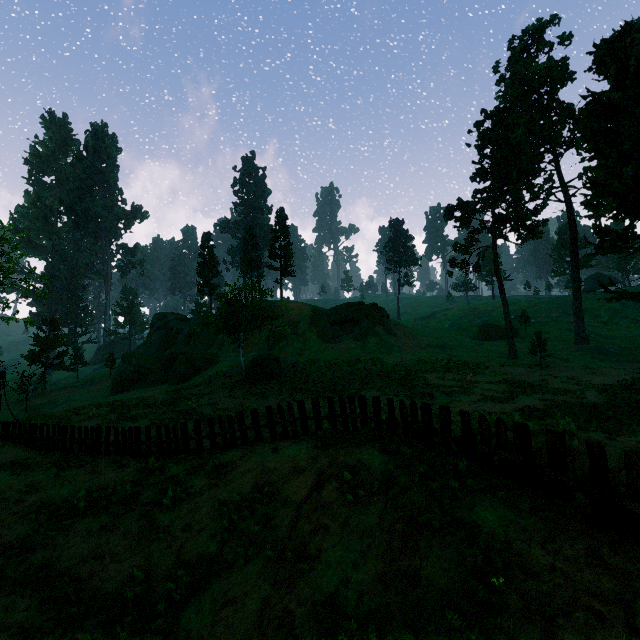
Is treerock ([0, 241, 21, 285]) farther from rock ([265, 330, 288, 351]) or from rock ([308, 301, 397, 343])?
rock ([308, 301, 397, 343])

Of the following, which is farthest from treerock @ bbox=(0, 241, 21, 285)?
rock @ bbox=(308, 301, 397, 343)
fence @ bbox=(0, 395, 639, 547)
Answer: rock @ bbox=(308, 301, 397, 343)

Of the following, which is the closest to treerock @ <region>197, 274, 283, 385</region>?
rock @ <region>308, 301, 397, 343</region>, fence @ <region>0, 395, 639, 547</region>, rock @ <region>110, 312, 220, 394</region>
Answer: rock @ <region>110, 312, 220, 394</region>

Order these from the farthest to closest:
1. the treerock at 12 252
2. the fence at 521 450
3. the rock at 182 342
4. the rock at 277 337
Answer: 1. the rock at 277 337
2. the rock at 182 342
3. the treerock at 12 252
4. the fence at 521 450

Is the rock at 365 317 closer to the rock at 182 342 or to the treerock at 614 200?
the rock at 182 342

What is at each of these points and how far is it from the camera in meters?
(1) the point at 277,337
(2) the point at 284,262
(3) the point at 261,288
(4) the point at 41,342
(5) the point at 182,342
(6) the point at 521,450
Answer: (1) rock, 44.9 m
(2) treerock, 54.0 m
(3) treerock, 30.3 m
(4) treerock, 48.1 m
(5) rock, 51.9 m
(6) fence, 5.8 m
